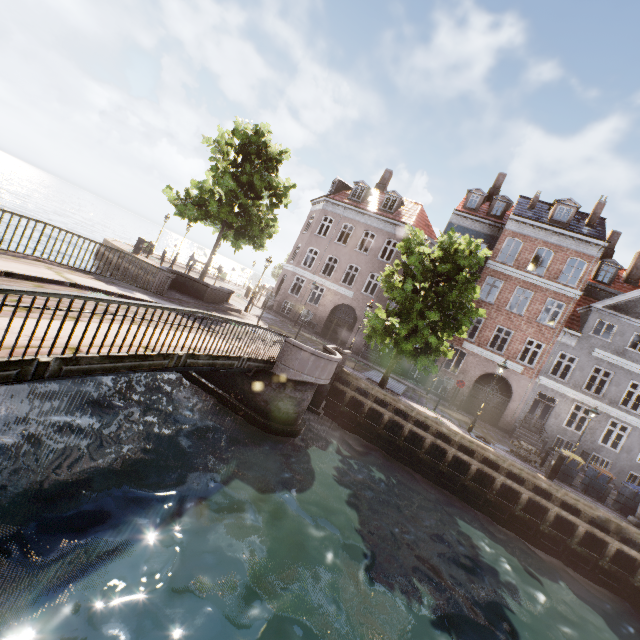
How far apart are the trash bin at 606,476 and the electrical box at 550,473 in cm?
280

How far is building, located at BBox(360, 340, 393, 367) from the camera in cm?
2581

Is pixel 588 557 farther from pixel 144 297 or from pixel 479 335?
pixel 144 297

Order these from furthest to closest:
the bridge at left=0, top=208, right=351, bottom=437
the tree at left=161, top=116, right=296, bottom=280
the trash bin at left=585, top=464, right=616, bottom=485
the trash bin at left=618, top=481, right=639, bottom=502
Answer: the tree at left=161, top=116, right=296, bottom=280, the trash bin at left=585, top=464, right=616, bottom=485, the trash bin at left=618, top=481, right=639, bottom=502, the bridge at left=0, top=208, right=351, bottom=437

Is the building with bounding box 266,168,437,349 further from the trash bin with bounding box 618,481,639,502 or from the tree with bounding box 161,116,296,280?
the trash bin with bounding box 618,481,639,502

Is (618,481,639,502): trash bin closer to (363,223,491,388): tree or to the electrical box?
(363,223,491,388): tree

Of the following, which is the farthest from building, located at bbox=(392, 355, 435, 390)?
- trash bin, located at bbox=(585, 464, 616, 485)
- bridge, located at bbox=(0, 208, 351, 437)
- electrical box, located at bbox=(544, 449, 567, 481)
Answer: bridge, located at bbox=(0, 208, 351, 437)

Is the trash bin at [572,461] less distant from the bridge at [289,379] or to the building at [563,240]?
the building at [563,240]
